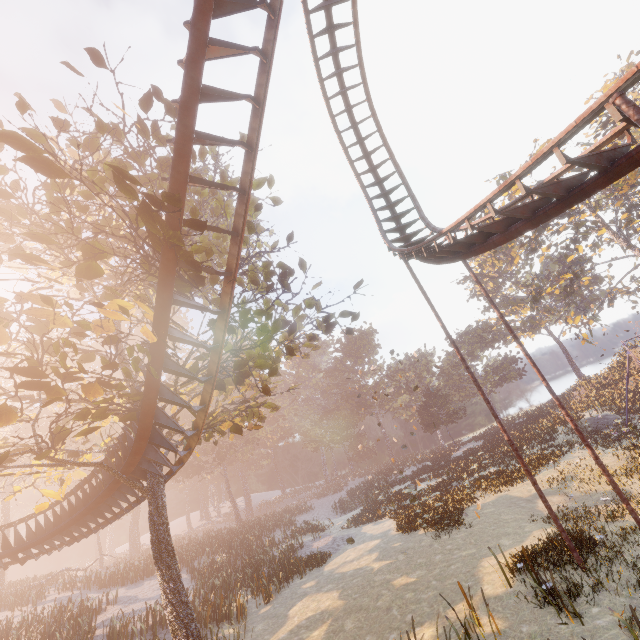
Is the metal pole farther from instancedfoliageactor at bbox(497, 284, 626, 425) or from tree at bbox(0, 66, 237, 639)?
instancedfoliageactor at bbox(497, 284, 626, 425)

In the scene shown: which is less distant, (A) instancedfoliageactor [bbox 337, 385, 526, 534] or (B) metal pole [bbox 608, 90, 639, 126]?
(B) metal pole [bbox 608, 90, 639, 126]

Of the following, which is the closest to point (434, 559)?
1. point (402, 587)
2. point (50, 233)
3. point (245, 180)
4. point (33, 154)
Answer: point (402, 587)

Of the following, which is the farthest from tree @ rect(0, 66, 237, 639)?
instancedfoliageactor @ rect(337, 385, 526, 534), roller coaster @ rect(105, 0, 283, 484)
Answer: instancedfoliageactor @ rect(337, 385, 526, 534)

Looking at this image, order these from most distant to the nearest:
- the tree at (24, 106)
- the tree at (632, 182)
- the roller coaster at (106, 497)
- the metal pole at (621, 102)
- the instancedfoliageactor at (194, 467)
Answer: the tree at (632, 182) → the instancedfoliageactor at (194, 467) → the roller coaster at (106, 497) → the tree at (24, 106) → the metal pole at (621, 102)

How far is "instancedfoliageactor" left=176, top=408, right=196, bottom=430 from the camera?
9.03m

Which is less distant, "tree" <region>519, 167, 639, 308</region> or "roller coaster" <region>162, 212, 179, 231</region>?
"roller coaster" <region>162, 212, 179, 231</region>

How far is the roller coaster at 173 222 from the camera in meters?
6.8
